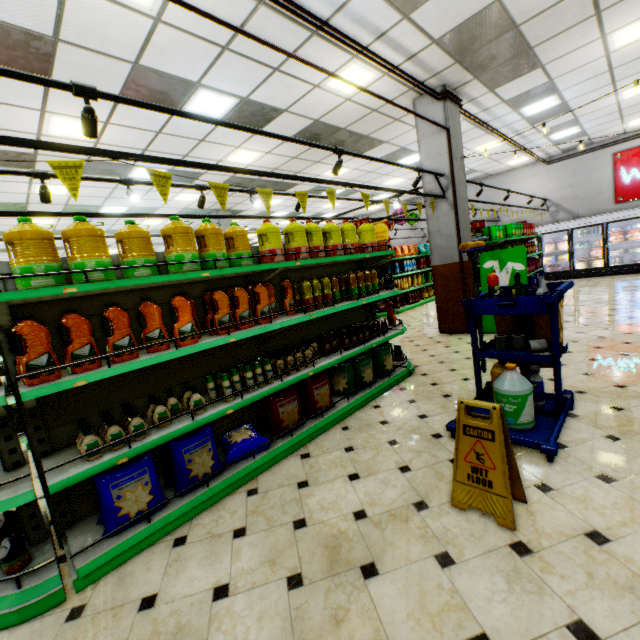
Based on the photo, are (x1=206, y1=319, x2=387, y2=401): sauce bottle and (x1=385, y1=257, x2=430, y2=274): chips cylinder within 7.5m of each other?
no

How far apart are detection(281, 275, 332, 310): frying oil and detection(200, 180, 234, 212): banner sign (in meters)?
0.83

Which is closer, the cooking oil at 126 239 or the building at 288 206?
the cooking oil at 126 239

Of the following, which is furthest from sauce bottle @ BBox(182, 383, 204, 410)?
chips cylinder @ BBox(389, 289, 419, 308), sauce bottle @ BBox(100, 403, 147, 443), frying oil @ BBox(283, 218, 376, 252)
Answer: chips cylinder @ BBox(389, 289, 419, 308)

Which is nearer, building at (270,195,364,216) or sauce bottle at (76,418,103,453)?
sauce bottle at (76,418,103,453)

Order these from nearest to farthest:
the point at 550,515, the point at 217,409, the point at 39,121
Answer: the point at 550,515, the point at 217,409, the point at 39,121

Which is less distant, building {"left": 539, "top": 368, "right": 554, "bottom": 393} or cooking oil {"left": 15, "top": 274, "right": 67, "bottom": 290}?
cooking oil {"left": 15, "top": 274, "right": 67, "bottom": 290}

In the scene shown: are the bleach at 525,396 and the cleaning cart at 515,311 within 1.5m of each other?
yes
